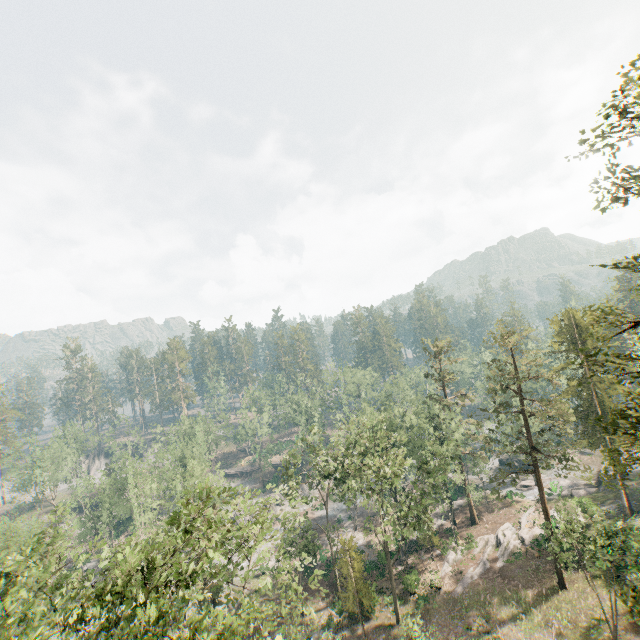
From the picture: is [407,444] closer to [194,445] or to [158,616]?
[158,616]

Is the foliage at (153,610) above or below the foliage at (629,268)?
below

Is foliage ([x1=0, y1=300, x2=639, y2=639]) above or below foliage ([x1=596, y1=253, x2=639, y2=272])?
below

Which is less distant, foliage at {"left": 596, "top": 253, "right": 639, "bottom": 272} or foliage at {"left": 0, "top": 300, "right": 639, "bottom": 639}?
foliage at {"left": 596, "top": 253, "right": 639, "bottom": 272}

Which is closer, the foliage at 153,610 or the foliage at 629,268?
the foliage at 629,268
